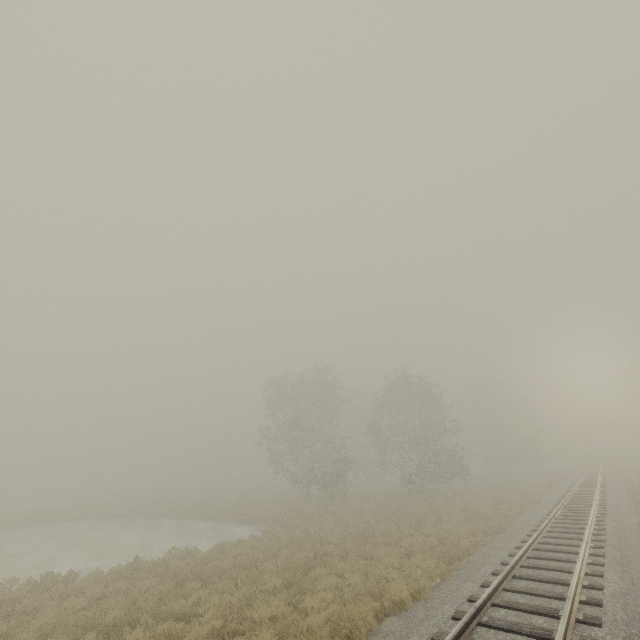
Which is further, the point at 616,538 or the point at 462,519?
the point at 462,519
